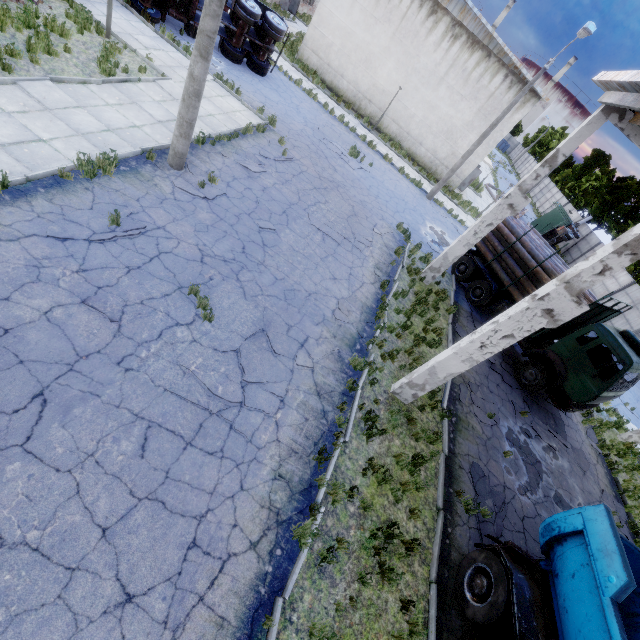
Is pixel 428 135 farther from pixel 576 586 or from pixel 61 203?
pixel 576 586

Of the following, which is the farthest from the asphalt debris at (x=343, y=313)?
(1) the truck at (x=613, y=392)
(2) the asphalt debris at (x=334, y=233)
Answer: (1) the truck at (x=613, y=392)

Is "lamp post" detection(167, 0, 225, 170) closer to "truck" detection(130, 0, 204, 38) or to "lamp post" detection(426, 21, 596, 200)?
"truck" detection(130, 0, 204, 38)

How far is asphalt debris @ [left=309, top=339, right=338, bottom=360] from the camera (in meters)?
8.43

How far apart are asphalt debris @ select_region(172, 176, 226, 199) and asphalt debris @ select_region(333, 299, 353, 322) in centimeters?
500cm

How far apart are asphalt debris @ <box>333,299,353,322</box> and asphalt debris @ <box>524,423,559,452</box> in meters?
6.5

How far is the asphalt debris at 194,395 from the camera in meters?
6.1 m
